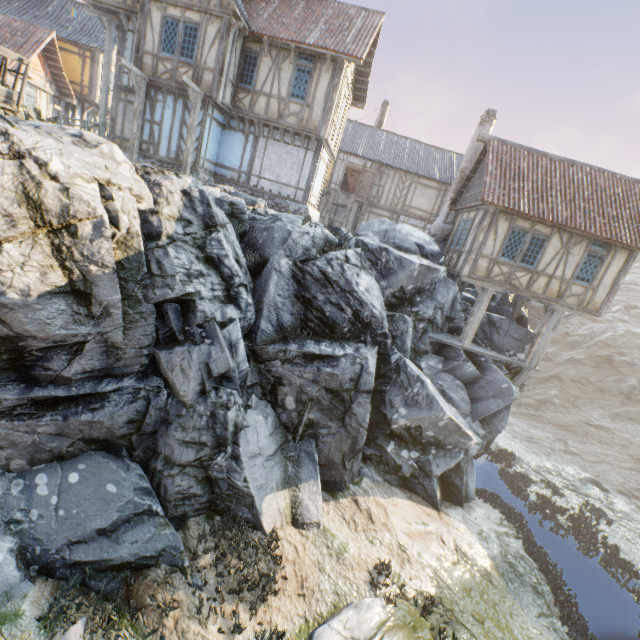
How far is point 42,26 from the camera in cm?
2083

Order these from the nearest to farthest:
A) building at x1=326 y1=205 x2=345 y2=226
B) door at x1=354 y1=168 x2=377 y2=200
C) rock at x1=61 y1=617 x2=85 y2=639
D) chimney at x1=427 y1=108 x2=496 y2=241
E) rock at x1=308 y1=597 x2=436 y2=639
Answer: rock at x1=61 y1=617 x2=85 y2=639
rock at x1=308 y1=597 x2=436 y2=639
chimney at x1=427 y1=108 x2=496 y2=241
door at x1=354 y1=168 x2=377 y2=200
building at x1=326 y1=205 x2=345 y2=226

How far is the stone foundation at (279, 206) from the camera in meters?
15.1 m

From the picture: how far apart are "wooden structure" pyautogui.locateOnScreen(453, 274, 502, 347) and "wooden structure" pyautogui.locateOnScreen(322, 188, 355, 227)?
11.4m

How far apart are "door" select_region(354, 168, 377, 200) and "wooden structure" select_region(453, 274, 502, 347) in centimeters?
1245cm

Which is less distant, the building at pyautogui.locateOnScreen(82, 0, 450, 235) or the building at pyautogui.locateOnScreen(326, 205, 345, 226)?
the building at pyautogui.locateOnScreen(82, 0, 450, 235)

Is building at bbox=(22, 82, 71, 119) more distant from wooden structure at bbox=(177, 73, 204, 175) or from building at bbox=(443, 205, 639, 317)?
building at bbox=(443, 205, 639, 317)

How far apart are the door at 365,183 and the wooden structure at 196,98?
13.2m
